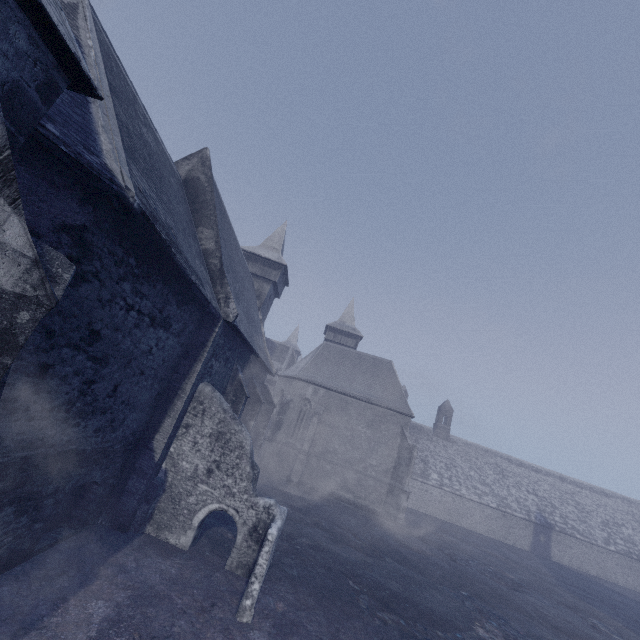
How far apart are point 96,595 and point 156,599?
1.21m
